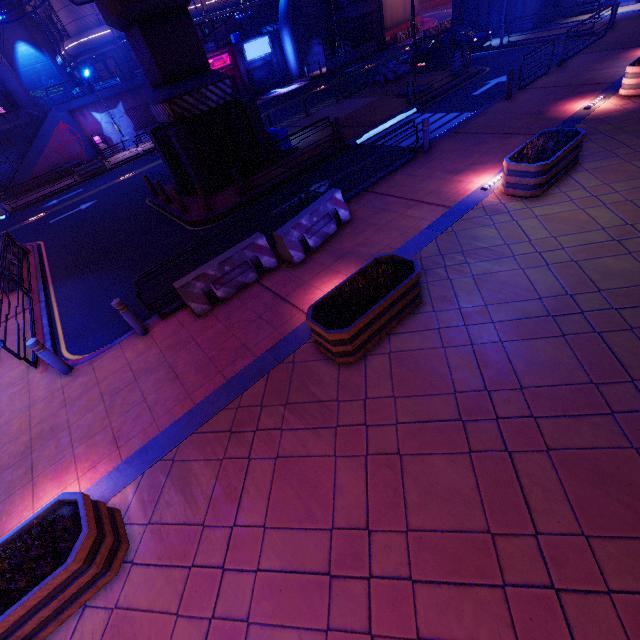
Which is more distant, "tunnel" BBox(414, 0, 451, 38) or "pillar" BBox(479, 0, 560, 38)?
"tunnel" BBox(414, 0, 451, 38)

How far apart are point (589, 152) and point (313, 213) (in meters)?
7.70

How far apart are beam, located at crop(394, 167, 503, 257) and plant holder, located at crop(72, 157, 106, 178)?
28.6m

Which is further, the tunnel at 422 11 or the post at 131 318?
the tunnel at 422 11

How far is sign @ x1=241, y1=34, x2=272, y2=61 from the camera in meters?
33.8 m

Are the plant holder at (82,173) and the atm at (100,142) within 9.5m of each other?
yes

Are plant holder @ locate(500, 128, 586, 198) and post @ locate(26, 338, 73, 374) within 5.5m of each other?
no

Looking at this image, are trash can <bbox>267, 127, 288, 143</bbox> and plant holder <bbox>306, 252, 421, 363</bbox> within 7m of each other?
no
